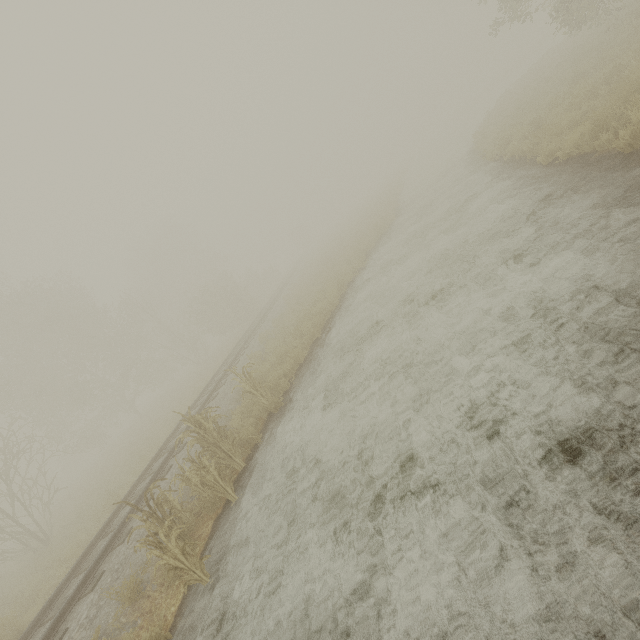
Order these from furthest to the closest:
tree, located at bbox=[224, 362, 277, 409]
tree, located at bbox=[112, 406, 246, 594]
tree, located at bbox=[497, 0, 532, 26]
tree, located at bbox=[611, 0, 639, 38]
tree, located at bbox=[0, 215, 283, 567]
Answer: tree, located at bbox=[0, 215, 283, 567] → tree, located at bbox=[497, 0, 532, 26] → tree, located at bbox=[611, 0, 639, 38] → tree, located at bbox=[224, 362, 277, 409] → tree, located at bbox=[112, 406, 246, 594]

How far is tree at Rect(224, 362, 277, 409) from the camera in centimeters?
902cm

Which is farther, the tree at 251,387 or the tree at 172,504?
the tree at 251,387

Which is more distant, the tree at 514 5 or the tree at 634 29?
the tree at 514 5

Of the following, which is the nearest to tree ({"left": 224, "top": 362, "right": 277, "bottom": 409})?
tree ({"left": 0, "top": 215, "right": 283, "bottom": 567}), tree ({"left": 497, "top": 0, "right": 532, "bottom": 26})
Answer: tree ({"left": 497, "top": 0, "right": 532, "bottom": 26})

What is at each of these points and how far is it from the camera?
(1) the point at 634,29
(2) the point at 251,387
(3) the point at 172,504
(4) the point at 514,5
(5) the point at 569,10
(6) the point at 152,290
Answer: (1) tree, 12.5m
(2) tree, 8.9m
(3) tree, 6.8m
(4) tree, 14.9m
(5) tree, 13.9m
(6) tree, 43.8m

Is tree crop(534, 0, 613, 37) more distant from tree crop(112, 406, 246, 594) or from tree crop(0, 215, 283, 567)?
tree crop(112, 406, 246, 594)

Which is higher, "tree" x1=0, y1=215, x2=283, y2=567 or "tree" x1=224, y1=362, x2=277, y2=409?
"tree" x1=0, y1=215, x2=283, y2=567
